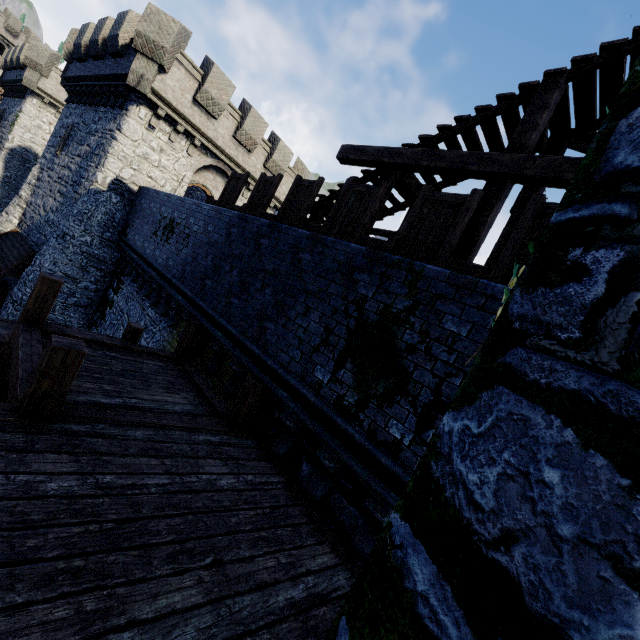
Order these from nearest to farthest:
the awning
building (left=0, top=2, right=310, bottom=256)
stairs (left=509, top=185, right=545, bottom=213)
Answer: stairs (left=509, top=185, right=545, bottom=213) < building (left=0, top=2, right=310, bottom=256) < the awning

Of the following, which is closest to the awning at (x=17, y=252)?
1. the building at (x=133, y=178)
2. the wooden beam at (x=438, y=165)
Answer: the building at (x=133, y=178)

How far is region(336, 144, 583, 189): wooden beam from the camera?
5.09m

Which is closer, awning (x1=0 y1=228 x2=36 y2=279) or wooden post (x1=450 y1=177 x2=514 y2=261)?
wooden post (x1=450 y1=177 x2=514 y2=261)

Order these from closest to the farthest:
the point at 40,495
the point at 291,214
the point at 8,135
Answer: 1. the point at 40,495
2. the point at 291,214
3. the point at 8,135

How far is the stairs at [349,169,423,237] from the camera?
7.55m

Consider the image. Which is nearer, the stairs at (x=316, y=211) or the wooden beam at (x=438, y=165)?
the wooden beam at (x=438, y=165)

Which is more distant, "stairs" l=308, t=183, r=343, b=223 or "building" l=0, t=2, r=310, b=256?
"building" l=0, t=2, r=310, b=256
